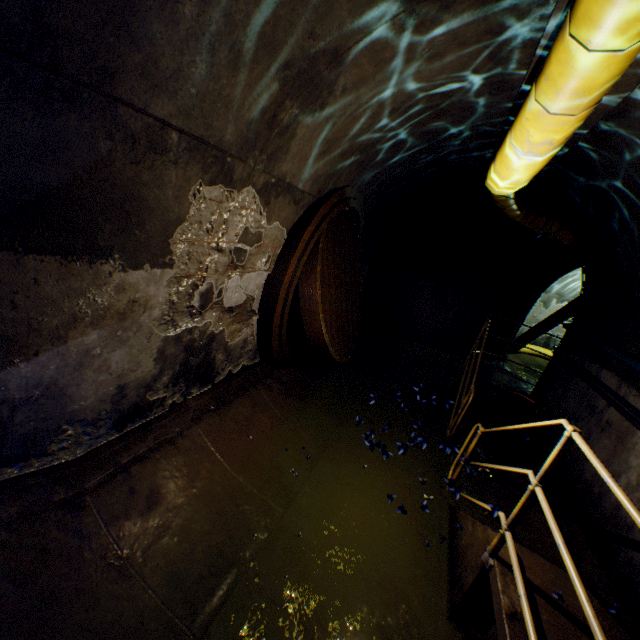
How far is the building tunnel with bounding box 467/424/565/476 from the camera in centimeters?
511cm

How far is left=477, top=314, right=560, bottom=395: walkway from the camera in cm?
713

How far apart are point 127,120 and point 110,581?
3.0m

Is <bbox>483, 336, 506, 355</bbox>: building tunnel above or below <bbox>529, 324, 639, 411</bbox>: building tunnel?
below

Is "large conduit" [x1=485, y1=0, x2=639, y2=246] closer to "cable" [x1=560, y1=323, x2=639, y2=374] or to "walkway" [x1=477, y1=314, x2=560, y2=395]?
"walkway" [x1=477, y1=314, x2=560, y2=395]

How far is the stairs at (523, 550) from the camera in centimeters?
251cm

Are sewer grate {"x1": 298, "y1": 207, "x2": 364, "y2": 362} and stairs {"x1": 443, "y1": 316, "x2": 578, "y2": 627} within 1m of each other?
no

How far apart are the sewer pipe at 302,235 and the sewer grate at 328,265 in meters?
0.0 m
